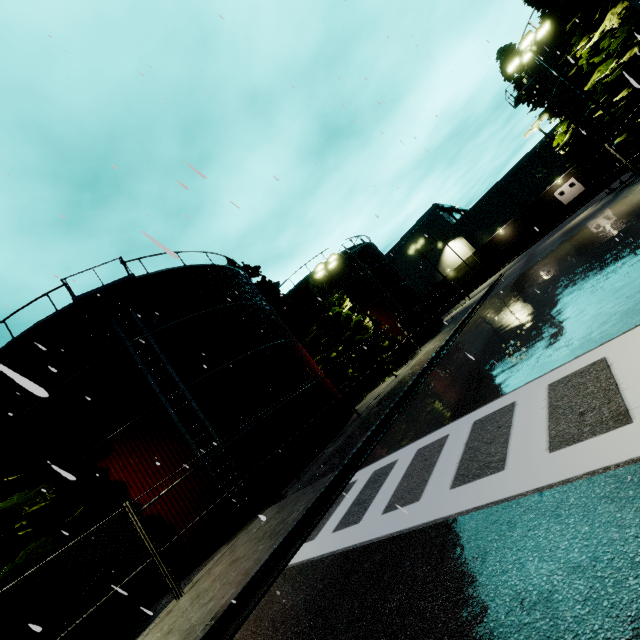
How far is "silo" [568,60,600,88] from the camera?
21.38m

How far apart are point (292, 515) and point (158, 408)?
8.4 meters

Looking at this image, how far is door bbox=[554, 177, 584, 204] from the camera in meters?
48.2 m

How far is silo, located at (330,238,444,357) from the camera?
30.66m

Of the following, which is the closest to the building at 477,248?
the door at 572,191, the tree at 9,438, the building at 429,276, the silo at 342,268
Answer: the tree at 9,438

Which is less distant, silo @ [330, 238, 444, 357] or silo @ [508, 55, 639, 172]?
silo @ [508, 55, 639, 172]

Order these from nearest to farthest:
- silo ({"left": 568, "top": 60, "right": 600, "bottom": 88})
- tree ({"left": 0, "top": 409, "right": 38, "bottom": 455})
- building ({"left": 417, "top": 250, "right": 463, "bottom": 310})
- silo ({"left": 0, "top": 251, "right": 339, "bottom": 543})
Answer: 1. tree ({"left": 0, "top": 409, "right": 38, "bottom": 455})
2. silo ({"left": 0, "top": 251, "right": 339, "bottom": 543})
3. silo ({"left": 568, "top": 60, "right": 600, "bottom": 88})
4. building ({"left": 417, "top": 250, "right": 463, "bottom": 310})

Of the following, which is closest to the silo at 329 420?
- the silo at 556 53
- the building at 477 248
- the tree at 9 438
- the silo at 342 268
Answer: the tree at 9 438
